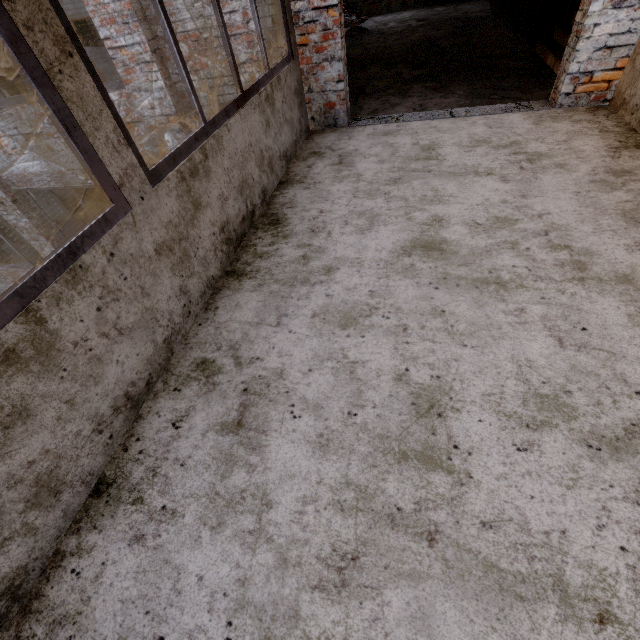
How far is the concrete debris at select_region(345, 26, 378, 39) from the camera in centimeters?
857cm

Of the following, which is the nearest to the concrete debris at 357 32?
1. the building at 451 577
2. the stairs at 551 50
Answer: the stairs at 551 50

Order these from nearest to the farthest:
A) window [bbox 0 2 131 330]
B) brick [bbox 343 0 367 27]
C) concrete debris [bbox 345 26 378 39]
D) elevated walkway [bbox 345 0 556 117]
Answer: window [bbox 0 2 131 330], elevated walkway [bbox 345 0 556 117], concrete debris [bbox 345 26 378 39], brick [bbox 343 0 367 27]

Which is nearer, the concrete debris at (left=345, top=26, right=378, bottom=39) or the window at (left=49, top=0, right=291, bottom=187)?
the window at (left=49, top=0, right=291, bottom=187)

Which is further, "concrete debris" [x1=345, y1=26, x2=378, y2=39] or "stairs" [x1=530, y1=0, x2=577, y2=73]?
"concrete debris" [x1=345, y1=26, x2=378, y2=39]

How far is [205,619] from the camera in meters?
1.2 m

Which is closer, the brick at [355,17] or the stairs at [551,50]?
the stairs at [551,50]

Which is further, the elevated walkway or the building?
the elevated walkway
